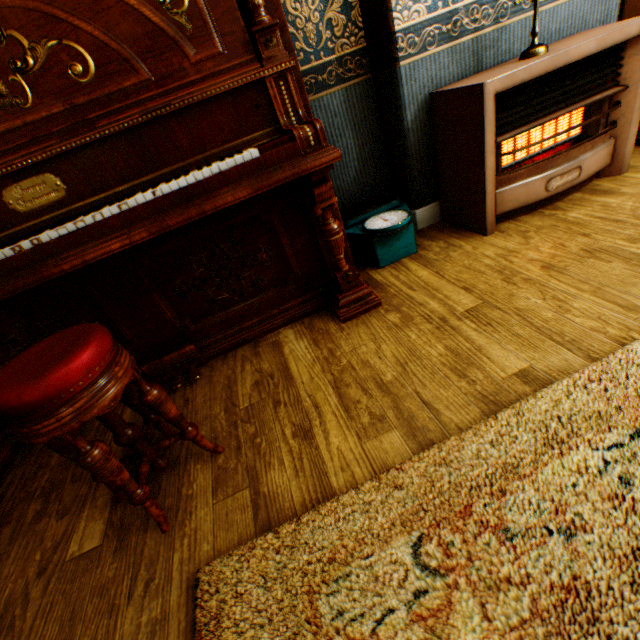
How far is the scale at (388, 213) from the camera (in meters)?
2.18

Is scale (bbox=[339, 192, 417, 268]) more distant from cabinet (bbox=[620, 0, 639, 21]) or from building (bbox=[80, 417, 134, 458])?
cabinet (bbox=[620, 0, 639, 21])

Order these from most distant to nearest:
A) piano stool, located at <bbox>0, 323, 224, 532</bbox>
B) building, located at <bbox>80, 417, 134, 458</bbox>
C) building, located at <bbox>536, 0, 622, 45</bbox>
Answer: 1. building, located at <bbox>536, 0, 622, 45</bbox>
2. building, located at <bbox>80, 417, 134, 458</bbox>
3. piano stool, located at <bbox>0, 323, 224, 532</bbox>

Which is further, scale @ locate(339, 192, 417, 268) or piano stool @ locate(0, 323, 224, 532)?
scale @ locate(339, 192, 417, 268)

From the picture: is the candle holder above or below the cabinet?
above

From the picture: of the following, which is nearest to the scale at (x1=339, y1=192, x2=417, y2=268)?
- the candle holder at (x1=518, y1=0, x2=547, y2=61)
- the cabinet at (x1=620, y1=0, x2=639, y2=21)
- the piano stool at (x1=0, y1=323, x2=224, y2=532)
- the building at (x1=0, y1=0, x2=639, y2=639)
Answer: the building at (x1=0, y1=0, x2=639, y2=639)

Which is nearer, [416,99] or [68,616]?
[68,616]

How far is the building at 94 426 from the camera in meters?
1.6
